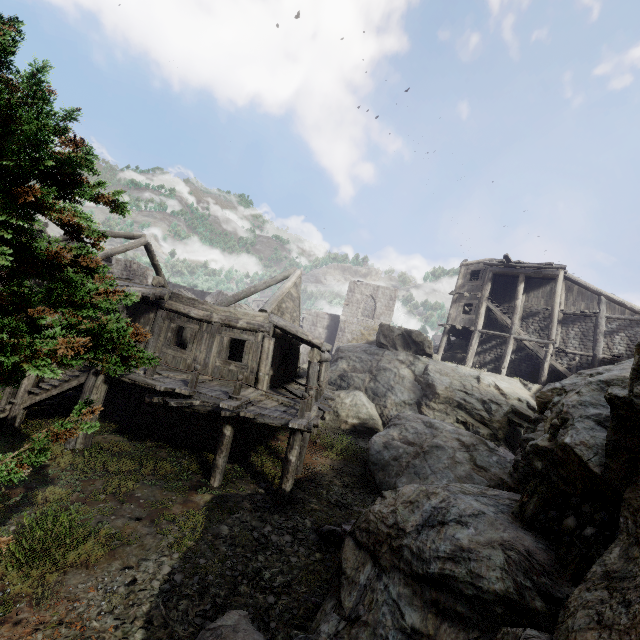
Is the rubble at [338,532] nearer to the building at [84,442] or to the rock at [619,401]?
the rock at [619,401]

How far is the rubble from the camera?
7.9m

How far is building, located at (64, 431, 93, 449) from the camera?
10.3 meters

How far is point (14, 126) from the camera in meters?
3.2

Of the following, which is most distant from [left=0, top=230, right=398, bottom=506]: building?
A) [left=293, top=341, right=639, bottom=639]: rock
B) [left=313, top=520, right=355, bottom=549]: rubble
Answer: [left=313, top=520, right=355, bottom=549]: rubble

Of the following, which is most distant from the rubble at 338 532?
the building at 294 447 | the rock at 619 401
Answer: the building at 294 447

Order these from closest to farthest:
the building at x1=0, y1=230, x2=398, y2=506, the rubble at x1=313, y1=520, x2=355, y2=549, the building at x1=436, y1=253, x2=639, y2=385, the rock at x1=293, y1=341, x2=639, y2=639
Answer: the rock at x1=293, y1=341, x2=639, y2=639 < the rubble at x1=313, y1=520, x2=355, y2=549 < the building at x1=0, y1=230, x2=398, y2=506 < the building at x1=436, y1=253, x2=639, y2=385

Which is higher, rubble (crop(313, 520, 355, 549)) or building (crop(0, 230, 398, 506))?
building (crop(0, 230, 398, 506))
